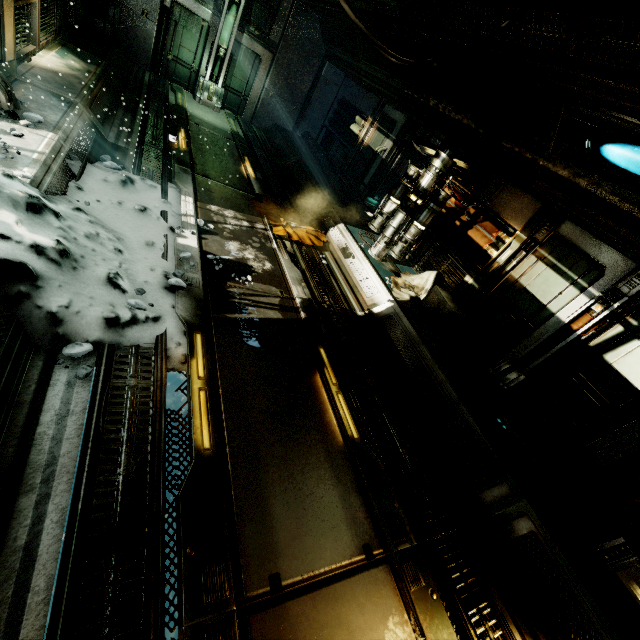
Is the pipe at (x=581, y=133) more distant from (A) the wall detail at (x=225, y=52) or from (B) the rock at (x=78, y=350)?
(A) the wall detail at (x=225, y=52)

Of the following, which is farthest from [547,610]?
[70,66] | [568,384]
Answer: [70,66]

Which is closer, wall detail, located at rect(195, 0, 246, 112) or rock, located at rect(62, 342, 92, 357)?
rock, located at rect(62, 342, 92, 357)

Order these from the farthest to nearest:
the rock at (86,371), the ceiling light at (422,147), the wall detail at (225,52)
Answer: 1. the wall detail at (225,52)
2. the ceiling light at (422,147)
3. the rock at (86,371)

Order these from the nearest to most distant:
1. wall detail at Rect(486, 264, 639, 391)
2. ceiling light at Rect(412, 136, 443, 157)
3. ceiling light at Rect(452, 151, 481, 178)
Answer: wall detail at Rect(486, 264, 639, 391) → ceiling light at Rect(452, 151, 481, 178) → ceiling light at Rect(412, 136, 443, 157)

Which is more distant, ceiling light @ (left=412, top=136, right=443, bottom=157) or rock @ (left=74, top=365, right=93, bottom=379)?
ceiling light @ (left=412, top=136, right=443, bottom=157)

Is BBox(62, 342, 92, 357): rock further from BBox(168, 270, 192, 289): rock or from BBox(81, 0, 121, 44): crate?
BBox(81, 0, 121, 44): crate

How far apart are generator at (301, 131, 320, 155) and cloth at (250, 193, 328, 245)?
5.27m
